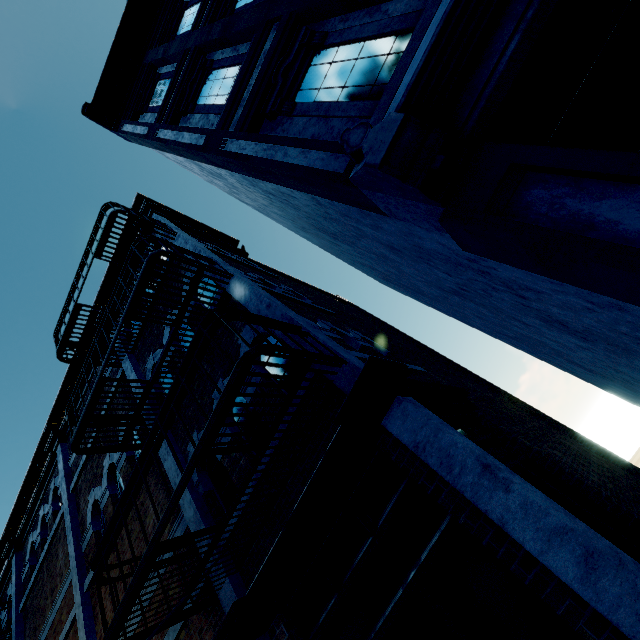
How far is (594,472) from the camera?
5.3 meters

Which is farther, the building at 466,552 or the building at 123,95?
the building at 466,552

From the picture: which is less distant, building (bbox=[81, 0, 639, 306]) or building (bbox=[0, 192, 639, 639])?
building (bbox=[81, 0, 639, 306])
